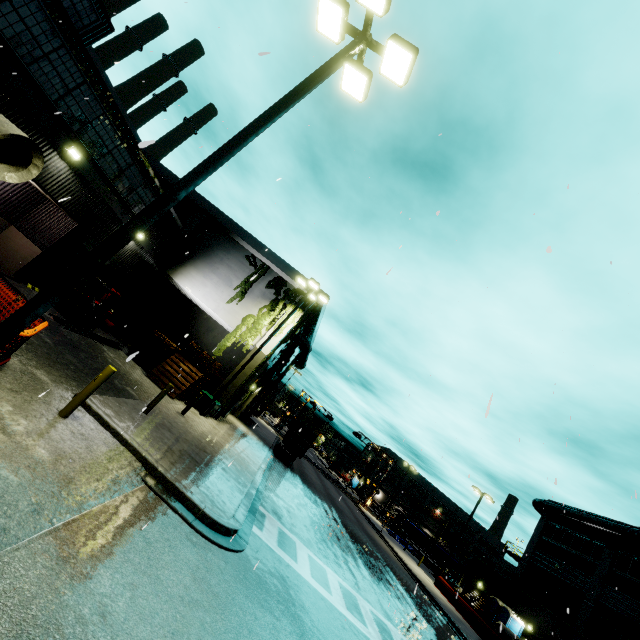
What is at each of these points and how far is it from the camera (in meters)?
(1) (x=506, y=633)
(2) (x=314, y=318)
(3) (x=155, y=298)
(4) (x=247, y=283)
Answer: (1) concrete pipe, 25.66
(2) building, 25.36
(3) building, 25.45
(4) tree, 22.36

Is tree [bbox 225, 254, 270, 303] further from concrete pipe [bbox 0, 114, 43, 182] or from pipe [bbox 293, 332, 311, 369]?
pipe [bbox 293, 332, 311, 369]

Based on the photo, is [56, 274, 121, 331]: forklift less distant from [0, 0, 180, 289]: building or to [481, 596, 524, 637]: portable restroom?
[0, 0, 180, 289]: building

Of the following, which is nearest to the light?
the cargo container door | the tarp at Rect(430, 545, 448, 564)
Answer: the cargo container door

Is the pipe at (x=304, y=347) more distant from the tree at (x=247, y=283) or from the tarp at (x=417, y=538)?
the tarp at (x=417, y=538)

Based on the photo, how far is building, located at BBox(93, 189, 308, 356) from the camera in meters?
19.7

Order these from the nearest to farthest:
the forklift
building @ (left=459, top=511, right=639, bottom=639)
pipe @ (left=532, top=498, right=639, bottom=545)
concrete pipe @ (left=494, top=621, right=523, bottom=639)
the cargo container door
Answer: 1. the forklift
2. concrete pipe @ (left=494, top=621, right=523, bottom=639)
3. building @ (left=459, top=511, right=639, bottom=639)
4. pipe @ (left=532, top=498, right=639, bottom=545)
5. the cargo container door

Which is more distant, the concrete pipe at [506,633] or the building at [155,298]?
the concrete pipe at [506,633]
